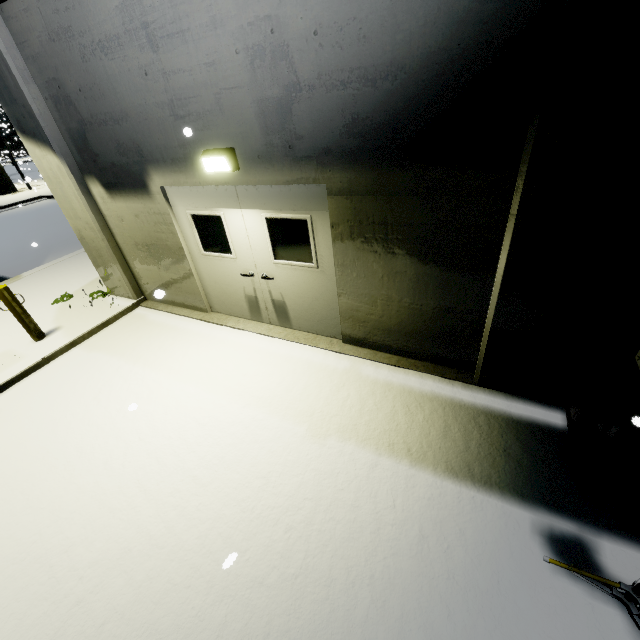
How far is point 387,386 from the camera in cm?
445

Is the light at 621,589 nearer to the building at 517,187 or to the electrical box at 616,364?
the electrical box at 616,364

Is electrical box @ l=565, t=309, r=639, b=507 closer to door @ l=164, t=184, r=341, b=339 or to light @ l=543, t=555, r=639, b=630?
light @ l=543, t=555, r=639, b=630

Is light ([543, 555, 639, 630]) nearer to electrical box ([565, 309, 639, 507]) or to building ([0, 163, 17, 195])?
electrical box ([565, 309, 639, 507])

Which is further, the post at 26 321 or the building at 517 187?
the post at 26 321

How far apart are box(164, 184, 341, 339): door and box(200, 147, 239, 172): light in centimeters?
16cm

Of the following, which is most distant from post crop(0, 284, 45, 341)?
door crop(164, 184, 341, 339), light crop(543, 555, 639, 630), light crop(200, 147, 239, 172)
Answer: light crop(543, 555, 639, 630)

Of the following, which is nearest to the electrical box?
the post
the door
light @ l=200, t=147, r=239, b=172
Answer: the door
